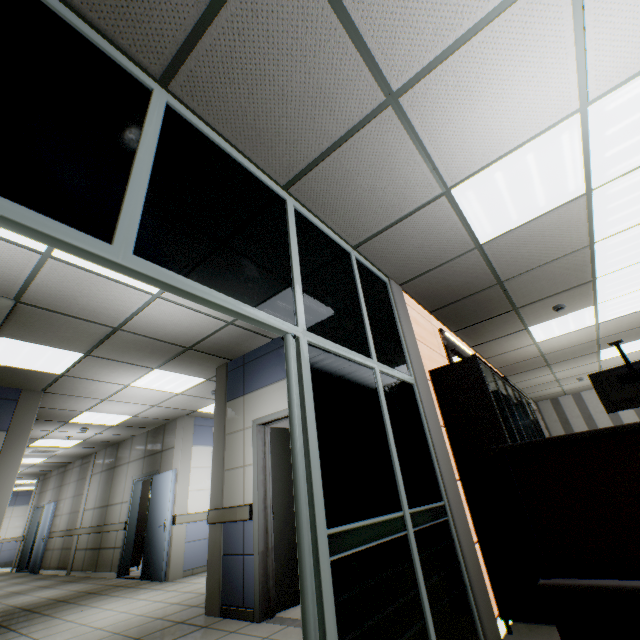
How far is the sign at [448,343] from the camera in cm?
455

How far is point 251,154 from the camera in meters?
2.3

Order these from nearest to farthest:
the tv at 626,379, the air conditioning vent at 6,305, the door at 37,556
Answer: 1. the air conditioning vent at 6,305
2. the tv at 626,379
3. the door at 37,556

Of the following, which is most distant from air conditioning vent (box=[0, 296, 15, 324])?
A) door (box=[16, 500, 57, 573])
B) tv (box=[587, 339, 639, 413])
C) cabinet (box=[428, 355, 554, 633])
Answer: door (box=[16, 500, 57, 573])

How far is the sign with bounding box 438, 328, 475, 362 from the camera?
4.55m

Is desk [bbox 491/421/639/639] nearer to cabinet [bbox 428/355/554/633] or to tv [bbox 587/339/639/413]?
cabinet [bbox 428/355/554/633]

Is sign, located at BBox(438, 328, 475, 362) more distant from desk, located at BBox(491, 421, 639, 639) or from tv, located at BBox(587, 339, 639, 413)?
tv, located at BBox(587, 339, 639, 413)

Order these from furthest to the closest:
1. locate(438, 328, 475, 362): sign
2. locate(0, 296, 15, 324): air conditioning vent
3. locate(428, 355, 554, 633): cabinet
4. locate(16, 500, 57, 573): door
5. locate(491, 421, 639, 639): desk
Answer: locate(16, 500, 57, 573): door < locate(438, 328, 475, 362): sign < locate(0, 296, 15, 324): air conditioning vent < locate(428, 355, 554, 633): cabinet < locate(491, 421, 639, 639): desk
